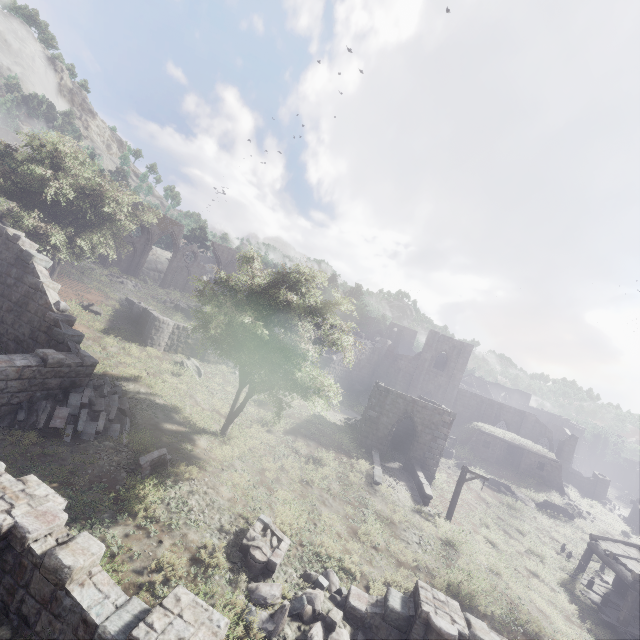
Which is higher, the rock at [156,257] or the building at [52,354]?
the rock at [156,257]

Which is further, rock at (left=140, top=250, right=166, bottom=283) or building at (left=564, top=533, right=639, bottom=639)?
rock at (left=140, top=250, right=166, bottom=283)

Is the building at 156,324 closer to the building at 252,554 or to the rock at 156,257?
the building at 252,554

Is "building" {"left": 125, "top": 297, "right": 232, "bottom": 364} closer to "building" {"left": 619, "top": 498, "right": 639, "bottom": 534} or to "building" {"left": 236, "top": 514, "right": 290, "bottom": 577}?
"building" {"left": 619, "top": 498, "right": 639, "bottom": 534}

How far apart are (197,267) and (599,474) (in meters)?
61.99

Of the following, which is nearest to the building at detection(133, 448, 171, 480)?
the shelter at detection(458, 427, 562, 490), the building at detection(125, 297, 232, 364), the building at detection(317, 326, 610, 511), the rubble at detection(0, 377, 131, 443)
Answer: the rubble at detection(0, 377, 131, 443)

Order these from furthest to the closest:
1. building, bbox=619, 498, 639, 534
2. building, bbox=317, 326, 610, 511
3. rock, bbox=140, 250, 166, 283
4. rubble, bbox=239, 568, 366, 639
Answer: rock, bbox=140, 250, 166, 283 < building, bbox=619, 498, 639, 534 < building, bbox=317, 326, 610, 511 < rubble, bbox=239, 568, 366, 639

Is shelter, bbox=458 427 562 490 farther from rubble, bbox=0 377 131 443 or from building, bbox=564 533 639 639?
rubble, bbox=0 377 131 443
